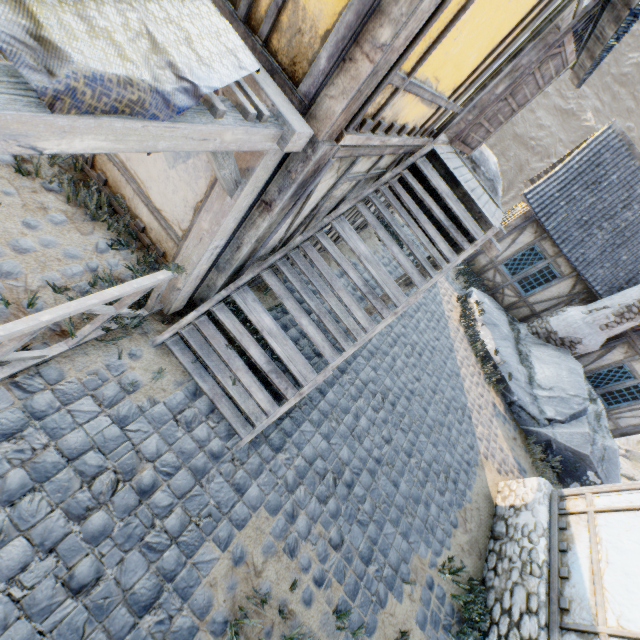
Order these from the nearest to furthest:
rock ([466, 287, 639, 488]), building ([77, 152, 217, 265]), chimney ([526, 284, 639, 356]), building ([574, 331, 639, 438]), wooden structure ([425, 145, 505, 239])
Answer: building ([77, 152, 217, 265]), wooden structure ([425, 145, 505, 239]), rock ([466, 287, 639, 488]), chimney ([526, 284, 639, 356]), building ([574, 331, 639, 438])

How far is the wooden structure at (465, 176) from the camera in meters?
5.2 m

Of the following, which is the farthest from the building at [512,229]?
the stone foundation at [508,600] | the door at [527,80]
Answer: the stone foundation at [508,600]

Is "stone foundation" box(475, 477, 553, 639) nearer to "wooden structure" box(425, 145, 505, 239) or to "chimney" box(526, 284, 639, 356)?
"wooden structure" box(425, 145, 505, 239)

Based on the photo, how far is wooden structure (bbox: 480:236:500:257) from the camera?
5.4m

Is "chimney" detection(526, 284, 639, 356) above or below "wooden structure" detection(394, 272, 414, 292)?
above

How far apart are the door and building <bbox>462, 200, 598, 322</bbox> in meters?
5.6 m

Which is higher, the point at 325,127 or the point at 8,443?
the point at 325,127
